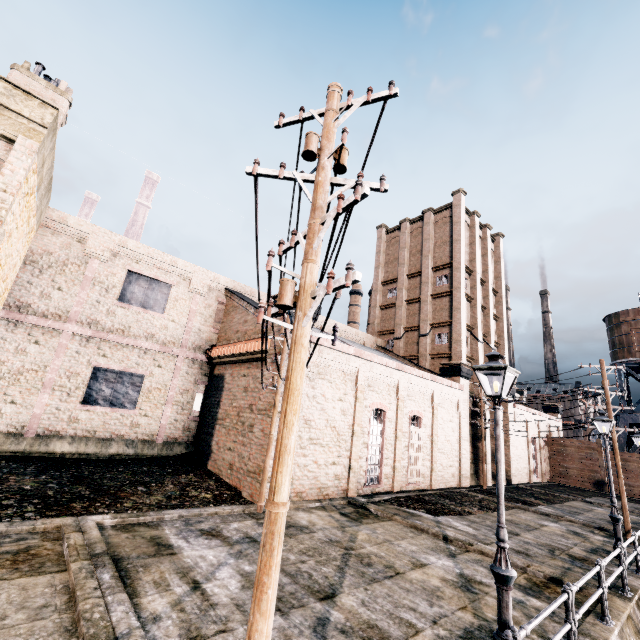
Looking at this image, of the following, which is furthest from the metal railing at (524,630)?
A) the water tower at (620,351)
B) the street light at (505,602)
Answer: the water tower at (620,351)

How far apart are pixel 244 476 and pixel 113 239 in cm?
1680

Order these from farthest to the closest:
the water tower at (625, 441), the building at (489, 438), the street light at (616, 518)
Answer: the water tower at (625, 441), the building at (489, 438), the street light at (616, 518)

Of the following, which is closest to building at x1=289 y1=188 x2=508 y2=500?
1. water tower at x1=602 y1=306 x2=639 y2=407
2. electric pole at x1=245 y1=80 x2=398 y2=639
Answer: electric pole at x1=245 y1=80 x2=398 y2=639

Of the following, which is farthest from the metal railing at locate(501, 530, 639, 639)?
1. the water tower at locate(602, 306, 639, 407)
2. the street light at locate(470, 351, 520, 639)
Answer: the water tower at locate(602, 306, 639, 407)

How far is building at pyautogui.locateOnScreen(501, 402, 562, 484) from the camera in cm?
3334

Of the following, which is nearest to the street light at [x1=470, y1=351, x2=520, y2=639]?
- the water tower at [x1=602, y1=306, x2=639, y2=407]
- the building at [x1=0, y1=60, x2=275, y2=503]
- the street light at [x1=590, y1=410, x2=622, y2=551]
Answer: the building at [x1=0, y1=60, x2=275, y2=503]
